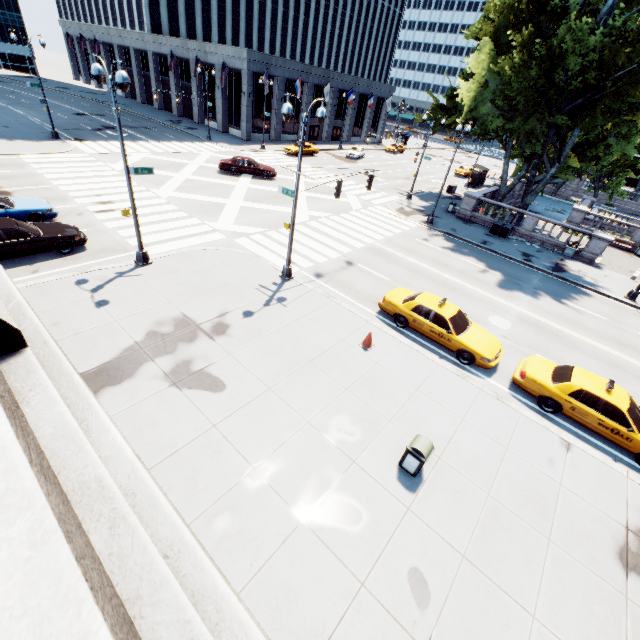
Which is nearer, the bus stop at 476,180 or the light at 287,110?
the light at 287,110

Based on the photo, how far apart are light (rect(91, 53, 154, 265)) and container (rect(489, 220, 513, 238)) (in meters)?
25.61

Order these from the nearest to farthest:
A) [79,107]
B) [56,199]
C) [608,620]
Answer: Answer: [608,620], [56,199], [79,107]

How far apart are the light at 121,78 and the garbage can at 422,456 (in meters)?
13.41

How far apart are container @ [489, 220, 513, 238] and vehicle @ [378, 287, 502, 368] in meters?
16.9 m

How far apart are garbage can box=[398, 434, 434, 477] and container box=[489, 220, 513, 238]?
24.53m

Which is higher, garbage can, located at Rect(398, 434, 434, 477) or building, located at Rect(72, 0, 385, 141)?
building, located at Rect(72, 0, 385, 141)

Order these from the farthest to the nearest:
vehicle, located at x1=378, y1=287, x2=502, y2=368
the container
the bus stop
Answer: the bus stop, the container, vehicle, located at x1=378, y1=287, x2=502, y2=368
